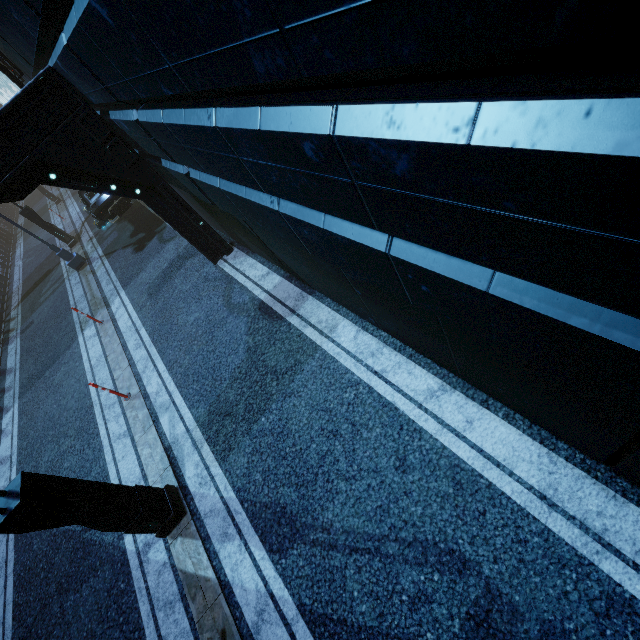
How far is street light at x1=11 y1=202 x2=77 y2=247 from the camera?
15.4 meters

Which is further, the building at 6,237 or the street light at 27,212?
the building at 6,237

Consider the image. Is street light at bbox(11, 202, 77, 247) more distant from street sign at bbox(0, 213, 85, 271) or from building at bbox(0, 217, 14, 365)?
street sign at bbox(0, 213, 85, 271)

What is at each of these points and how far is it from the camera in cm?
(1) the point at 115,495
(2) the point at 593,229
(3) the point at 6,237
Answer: (1) street light, 481
(2) building, 104
(3) building, 2631

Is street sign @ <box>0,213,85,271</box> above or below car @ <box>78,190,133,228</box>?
below

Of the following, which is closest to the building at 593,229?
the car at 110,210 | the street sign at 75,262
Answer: the car at 110,210

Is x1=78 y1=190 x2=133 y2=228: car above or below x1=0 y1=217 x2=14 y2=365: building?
above

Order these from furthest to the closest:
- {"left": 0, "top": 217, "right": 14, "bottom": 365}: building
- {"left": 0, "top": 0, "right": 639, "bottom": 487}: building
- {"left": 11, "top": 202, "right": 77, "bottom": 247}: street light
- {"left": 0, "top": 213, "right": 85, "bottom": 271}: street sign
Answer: {"left": 0, "top": 217, "right": 14, "bottom": 365}: building
{"left": 11, "top": 202, "right": 77, "bottom": 247}: street light
{"left": 0, "top": 213, "right": 85, "bottom": 271}: street sign
{"left": 0, "top": 0, "right": 639, "bottom": 487}: building
